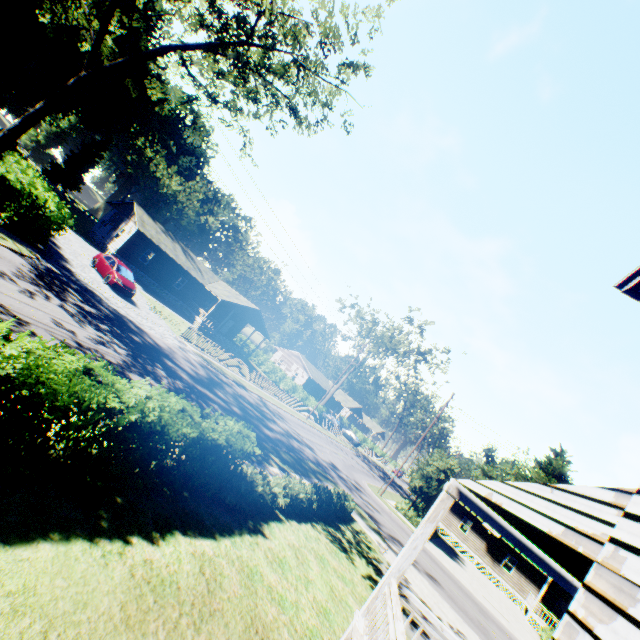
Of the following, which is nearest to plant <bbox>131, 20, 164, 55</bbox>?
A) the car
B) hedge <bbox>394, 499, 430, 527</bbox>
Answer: hedge <bbox>394, 499, 430, 527</bbox>

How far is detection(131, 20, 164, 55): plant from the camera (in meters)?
40.06

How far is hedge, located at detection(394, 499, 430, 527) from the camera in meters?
28.5 m

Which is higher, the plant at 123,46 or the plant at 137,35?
the plant at 137,35

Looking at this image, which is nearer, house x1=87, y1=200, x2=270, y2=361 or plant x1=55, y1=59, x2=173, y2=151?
house x1=87, y1=200, x2=270, y2=361

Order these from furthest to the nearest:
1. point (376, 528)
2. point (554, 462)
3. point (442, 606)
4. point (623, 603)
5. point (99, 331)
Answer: point (554, 462)
point (376, 528)
point (442, 606)
point (99, 331)
point (623, 603)

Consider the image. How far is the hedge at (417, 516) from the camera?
28.5m

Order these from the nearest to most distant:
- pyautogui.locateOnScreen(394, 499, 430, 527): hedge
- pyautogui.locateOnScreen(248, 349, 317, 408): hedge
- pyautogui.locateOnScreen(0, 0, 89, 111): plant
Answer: pyautogui.locateOnScreen(394, 499, 430, 527): hedge, pyautogui.locateOnScreen(0, 0, 89, 111): plant, pyautogui.locateOnScreen(248, 349, 317, 408): hedge
